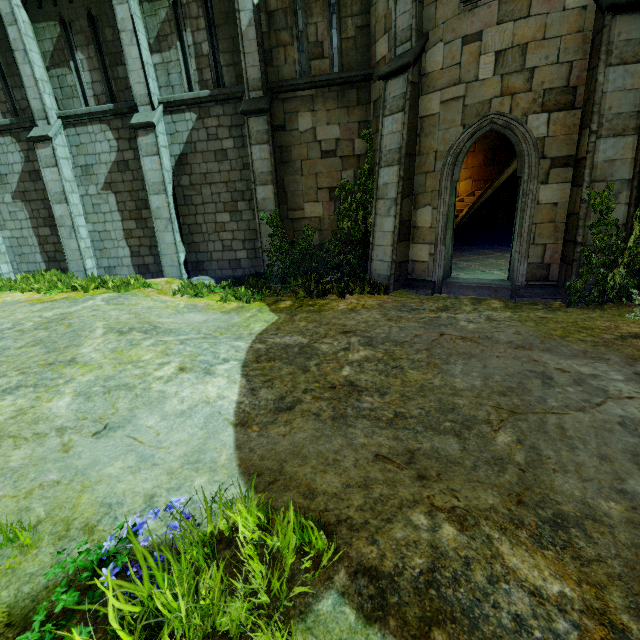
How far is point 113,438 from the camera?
3.34m

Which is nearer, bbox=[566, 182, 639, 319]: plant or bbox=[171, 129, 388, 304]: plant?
bbox=[566, 182, 639, 319]: plant

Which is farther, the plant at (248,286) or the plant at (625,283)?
the plant at (248,286)

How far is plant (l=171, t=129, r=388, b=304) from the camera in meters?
8.7 m

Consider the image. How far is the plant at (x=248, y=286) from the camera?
8.71m
